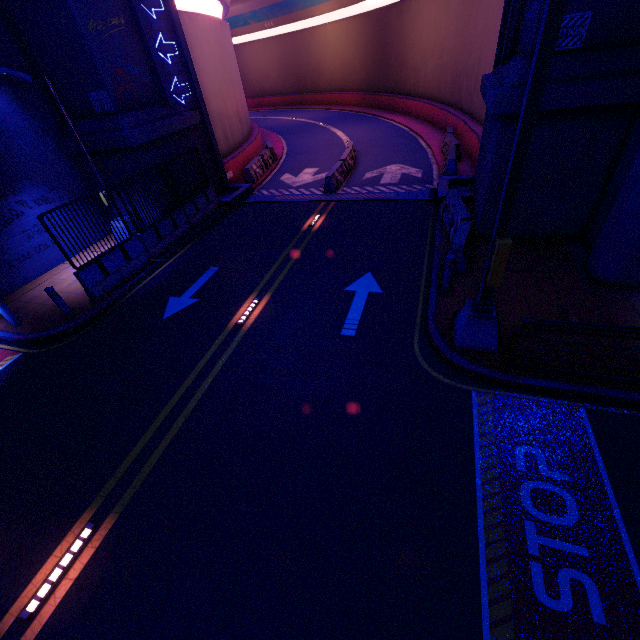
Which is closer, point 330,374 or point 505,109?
point 330,374

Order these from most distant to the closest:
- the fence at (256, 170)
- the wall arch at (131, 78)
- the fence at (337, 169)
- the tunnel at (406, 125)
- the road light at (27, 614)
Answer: the fence at (256, 170), the fence at (337, 169), the tunnel at (406, 125), the wall arch at (131, 78), the road light at (27, 614)

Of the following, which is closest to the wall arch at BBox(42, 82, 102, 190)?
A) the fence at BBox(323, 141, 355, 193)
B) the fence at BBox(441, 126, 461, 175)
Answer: the fence at BBox(441, 126, 461, 175)

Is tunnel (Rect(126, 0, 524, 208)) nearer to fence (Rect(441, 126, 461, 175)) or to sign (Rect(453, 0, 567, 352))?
fence (Rect(441, 126, 461, 175))

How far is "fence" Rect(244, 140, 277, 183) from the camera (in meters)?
18.25

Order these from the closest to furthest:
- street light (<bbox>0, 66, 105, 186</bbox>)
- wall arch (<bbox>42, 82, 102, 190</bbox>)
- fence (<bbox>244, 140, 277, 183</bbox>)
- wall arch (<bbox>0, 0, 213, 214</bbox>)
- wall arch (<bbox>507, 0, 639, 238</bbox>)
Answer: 1. wall arch (<bbox>507, 0, 639, 238</bbox>)
2. street light (<bbox>0, 66, 105, 186</bbox>)
3. wall arch (<bbox>0, 0, 213, 214</bbox>)
4. wall arch (<bbox>42, 82, 102, 190</bbox>)
5. fence (<bbox>244, 140, 277, 183</bbox>)

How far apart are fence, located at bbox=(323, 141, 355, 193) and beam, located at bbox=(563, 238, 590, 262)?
9.8 meters

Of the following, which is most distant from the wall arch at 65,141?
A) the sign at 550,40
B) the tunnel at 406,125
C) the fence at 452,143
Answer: the sign at 550,40
